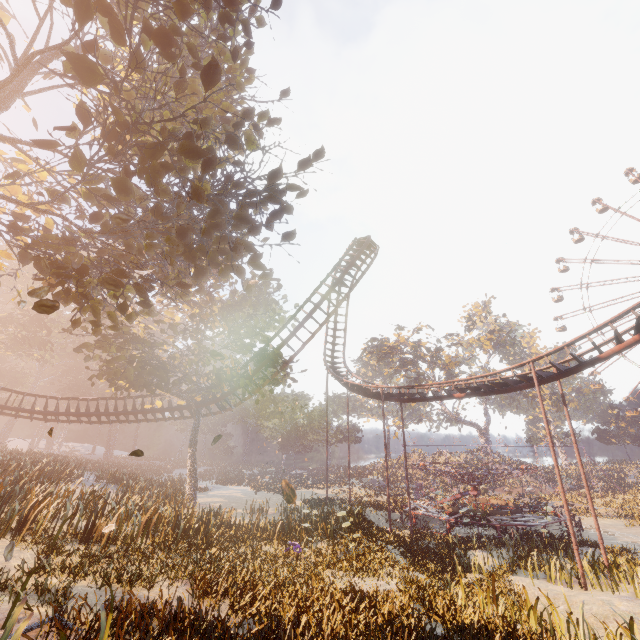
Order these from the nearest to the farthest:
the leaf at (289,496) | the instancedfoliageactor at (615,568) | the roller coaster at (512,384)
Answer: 1. the leaf at (289,496)
2. the instancedfoliageactor at (615,568)
3. the roller coaster at (512,384)

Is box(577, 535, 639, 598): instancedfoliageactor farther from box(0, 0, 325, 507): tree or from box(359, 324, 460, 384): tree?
box(359, 324, 460, 384): tree

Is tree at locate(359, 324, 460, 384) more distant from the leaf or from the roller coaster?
the leaf

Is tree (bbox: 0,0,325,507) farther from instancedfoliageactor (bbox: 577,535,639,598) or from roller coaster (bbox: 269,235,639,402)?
instancedfoliageactor (bbox: 577,535,639,598)

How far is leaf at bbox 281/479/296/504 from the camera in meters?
4.9

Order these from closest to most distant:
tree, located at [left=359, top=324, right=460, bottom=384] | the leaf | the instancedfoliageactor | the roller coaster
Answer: the leaf < the instancedfoliageactor < the roller coaster < tree, located at [left=359, top=324, right=460, bottom=384]

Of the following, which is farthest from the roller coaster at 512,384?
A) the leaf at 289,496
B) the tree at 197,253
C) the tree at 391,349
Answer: the tree at 391,349

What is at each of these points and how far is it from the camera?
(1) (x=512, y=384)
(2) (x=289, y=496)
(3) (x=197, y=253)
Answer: (1) roller coaster, 17.95m
(2) leaf, 4.91m
(3) tree, 7.78m
